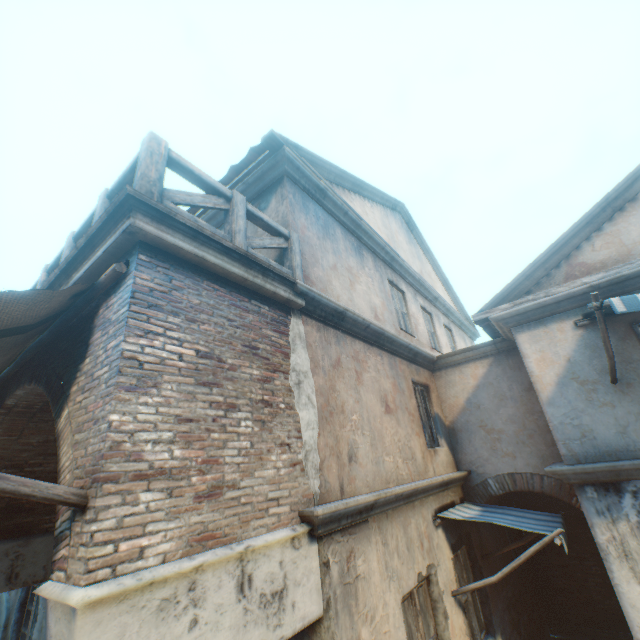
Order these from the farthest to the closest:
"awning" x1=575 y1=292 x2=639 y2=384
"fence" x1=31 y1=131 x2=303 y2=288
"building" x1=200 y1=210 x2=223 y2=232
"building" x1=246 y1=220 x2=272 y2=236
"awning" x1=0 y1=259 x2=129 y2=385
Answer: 1. "building" x1=200 y1=210 x2=223 y2=232
2. "building" x1=246 y1=220 x2=272 y2=236
3. "awning" x1=575 y1=292 x2=639 y2=384
4. "fence" x1=31 y1=131 x2=303 y2=288
5. "awning" x1=0 y1=259 x2=129 y2=385

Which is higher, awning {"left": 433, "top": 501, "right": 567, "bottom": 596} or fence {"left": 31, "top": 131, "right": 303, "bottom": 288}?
fence {"left": 31, "top": 131, "right": 303, "bottom": 288}

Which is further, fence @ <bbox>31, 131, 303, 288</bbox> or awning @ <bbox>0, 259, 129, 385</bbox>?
fence @ <bbox>31, 131, 303, 288</bbox>

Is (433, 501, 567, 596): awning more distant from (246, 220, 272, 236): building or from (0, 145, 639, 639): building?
(246, 220, 272, 236): building

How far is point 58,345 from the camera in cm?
340

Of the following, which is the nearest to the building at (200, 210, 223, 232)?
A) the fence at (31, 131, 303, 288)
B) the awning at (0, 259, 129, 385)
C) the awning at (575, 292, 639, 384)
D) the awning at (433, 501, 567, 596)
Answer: the fence at (31, 131, 303, 288)

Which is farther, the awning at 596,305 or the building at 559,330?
the awning at 596,305

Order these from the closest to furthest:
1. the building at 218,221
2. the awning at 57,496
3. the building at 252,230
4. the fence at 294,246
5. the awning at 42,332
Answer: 1. the awning at 57,496
2. the awning at 42,332
3. the fence at 294,246
4. the building at 252,230
5. the building at 218,221
